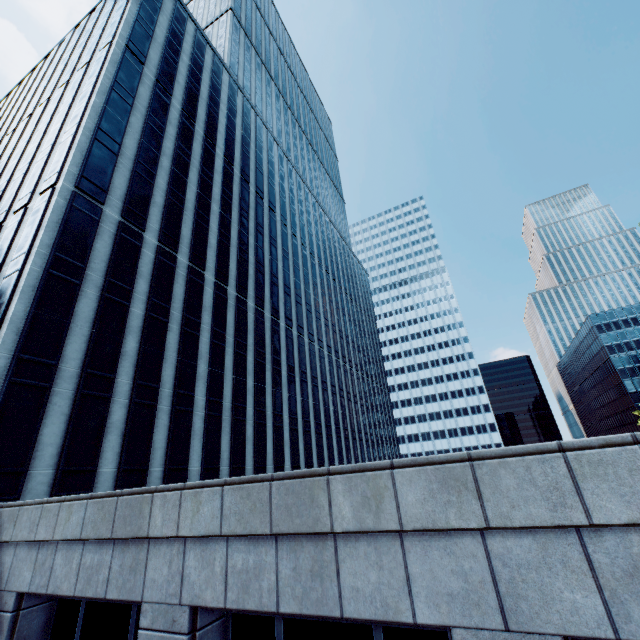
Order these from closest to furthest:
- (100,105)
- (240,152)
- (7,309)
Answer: (7,309), (100,105), (240,152)
